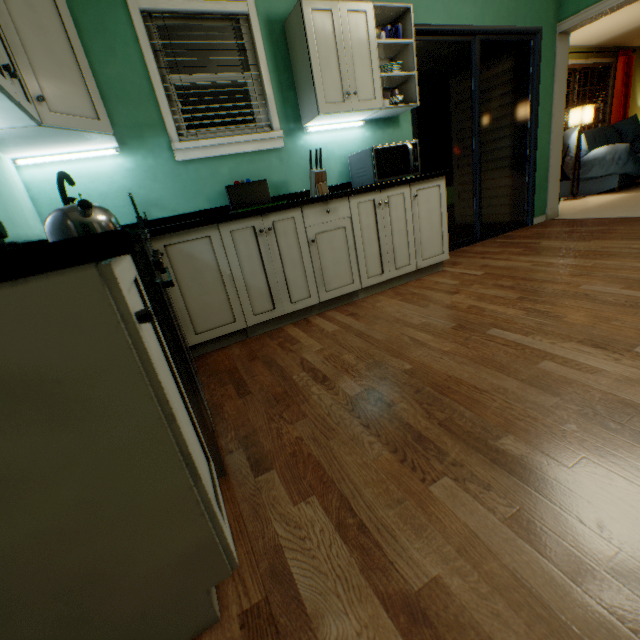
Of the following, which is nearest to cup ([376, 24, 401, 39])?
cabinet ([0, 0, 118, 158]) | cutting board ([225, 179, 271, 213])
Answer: cutting board ([225, 179, 271, 213])

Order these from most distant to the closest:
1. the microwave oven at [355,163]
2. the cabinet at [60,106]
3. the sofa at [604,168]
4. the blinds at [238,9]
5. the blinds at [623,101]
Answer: the blinds at [623,101] → the sofa at [604,168] → the microwave oven at [355,163] → the blinds at [238,9] → the cabinet at [60,106]

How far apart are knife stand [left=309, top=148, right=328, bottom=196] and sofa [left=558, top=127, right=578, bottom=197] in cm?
558

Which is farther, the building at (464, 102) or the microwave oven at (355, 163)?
the building at (464, 102)

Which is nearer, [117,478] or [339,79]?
[117,478]

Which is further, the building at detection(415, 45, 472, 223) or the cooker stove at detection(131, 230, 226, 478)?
the building at detection(415, 45, 472, 223)

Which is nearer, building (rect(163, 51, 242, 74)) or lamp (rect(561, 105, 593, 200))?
building (rect(163, 51, 242, 74))

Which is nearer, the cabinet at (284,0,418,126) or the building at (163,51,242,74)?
the cabinet at (284,0,418,126)
